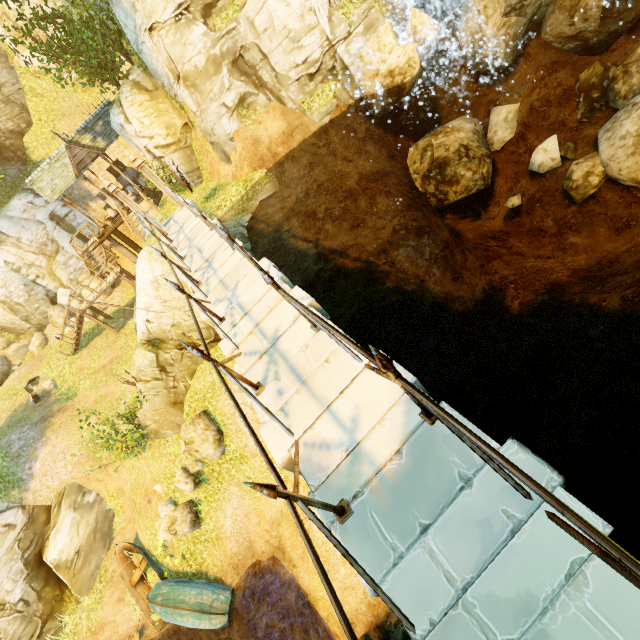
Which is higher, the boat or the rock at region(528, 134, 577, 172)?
the rock at region(528, 134, 577, 172)

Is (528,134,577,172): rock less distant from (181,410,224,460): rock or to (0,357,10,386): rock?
(181,410,224,460): rock

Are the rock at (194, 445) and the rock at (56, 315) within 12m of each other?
no

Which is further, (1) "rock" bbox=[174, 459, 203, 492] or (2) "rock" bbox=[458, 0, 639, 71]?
(1) "rock" bbox=[174, 459, 203, 492]

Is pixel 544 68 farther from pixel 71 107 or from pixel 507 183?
pixel 71 107

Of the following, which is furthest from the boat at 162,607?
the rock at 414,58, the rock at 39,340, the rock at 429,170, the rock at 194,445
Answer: the rock at 414,58

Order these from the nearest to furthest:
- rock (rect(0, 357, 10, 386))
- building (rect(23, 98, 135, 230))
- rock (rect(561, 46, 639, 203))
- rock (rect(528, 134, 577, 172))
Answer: rock (rect(561, 46, 639, 203))
rock (rect(528, 134, 577, 172))
building (rect(23, 98, 135, 230))
rock (rect(0, 357, 10, 386))

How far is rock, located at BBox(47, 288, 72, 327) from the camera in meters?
23.8
